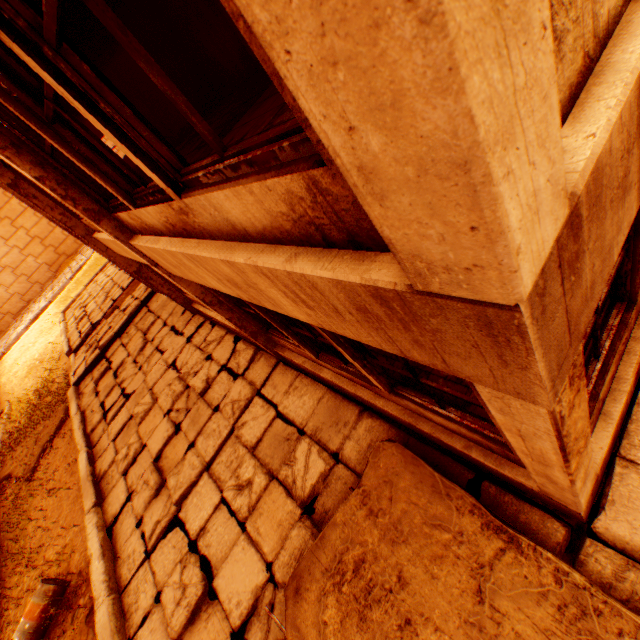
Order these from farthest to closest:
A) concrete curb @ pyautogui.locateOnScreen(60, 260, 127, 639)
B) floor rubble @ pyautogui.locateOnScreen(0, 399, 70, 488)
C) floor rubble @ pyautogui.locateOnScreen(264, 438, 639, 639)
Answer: floor rubble @ pyautogui.locateOnScreen(0, 399, 70, 488)
concrete curb @ pyautogui.locateOnScreen(60, 260, 127, 639)
floor rubble @ pyautogui.locateOnScreen(264, 438, 639, 639)

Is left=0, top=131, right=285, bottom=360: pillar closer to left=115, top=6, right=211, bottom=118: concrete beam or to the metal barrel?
left=115, top=6, right=211, bottom=118: concrete beam

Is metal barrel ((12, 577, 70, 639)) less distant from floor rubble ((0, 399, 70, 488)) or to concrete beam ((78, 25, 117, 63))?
floor rubble ((0, 399, 70, 488))

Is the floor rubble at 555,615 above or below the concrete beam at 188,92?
below

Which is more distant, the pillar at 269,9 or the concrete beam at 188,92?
the concrete beam at 188,92

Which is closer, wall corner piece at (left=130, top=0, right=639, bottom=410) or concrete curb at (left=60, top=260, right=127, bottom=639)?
wall corner piece at (left=130, top=0, right=639, bottom=410)

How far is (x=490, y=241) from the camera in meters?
0.6

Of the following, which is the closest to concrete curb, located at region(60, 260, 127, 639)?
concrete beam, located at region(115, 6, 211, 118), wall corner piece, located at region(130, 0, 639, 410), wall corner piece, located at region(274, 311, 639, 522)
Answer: wall corner piece, located at region(274, 311, 639, 522)
